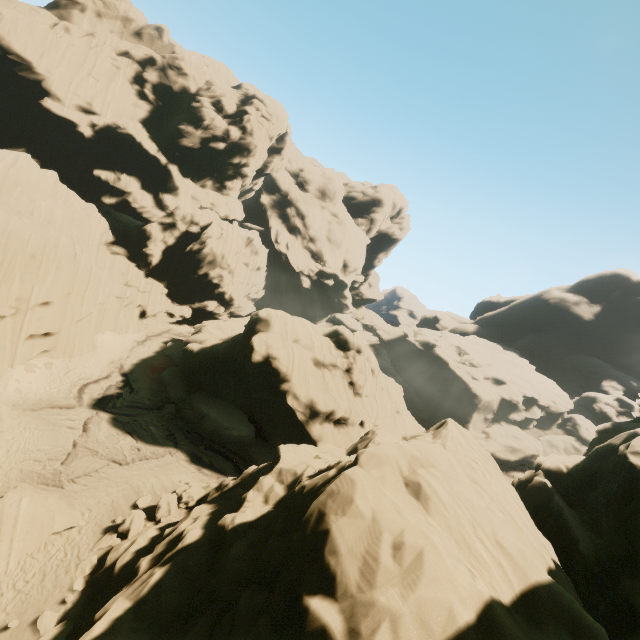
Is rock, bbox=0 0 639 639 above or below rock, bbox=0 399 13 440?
above

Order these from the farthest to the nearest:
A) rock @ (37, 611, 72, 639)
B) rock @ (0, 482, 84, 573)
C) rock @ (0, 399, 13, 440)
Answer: rock @ (0, 399, 13, 440) < rock @ (0, 482, 84, 573) < rock @ (37, 611, 72, 639)

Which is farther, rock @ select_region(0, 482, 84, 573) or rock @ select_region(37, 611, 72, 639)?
rock @ select_region(0, 482, 84, 573)

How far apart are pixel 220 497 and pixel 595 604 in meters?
18.1

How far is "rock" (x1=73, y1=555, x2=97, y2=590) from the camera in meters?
13.1 m

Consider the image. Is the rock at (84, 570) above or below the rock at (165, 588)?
below

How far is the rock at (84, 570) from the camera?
13.1m
